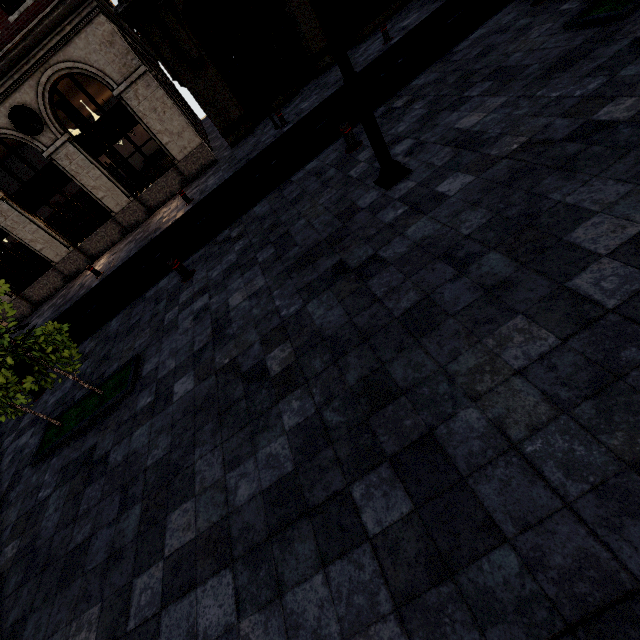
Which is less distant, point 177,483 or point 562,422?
point 562,422

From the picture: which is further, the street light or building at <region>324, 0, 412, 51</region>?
building at <region>324, 0, 412, 51</region>

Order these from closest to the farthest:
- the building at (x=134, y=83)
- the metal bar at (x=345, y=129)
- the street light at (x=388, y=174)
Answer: the street light at (x=388, y=174) < the metal bar at (x=345, y=129) < the building at (x=134, y=83)

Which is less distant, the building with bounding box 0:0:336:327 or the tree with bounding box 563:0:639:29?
the tree with bounding box 563:0:639:29

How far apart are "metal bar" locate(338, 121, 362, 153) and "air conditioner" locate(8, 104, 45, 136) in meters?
13.4

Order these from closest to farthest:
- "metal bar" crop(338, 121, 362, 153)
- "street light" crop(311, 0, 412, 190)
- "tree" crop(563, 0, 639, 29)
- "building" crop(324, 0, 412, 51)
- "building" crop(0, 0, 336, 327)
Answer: "street light" crop(311, 0, 412, 190) < "tree" crop(563, 0, 639, 29) < "metal bar" crop(338, 121, 362, 153) < "building" crop(0, 0, 336, 327) < "building" crop(324, 0, 412, 51)

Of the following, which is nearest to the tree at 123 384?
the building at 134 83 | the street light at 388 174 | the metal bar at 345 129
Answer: the street light at 388 174

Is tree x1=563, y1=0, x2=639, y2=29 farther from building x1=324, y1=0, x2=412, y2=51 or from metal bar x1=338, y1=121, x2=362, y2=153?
building x1=324, y1=0, x2=412, y2=51
